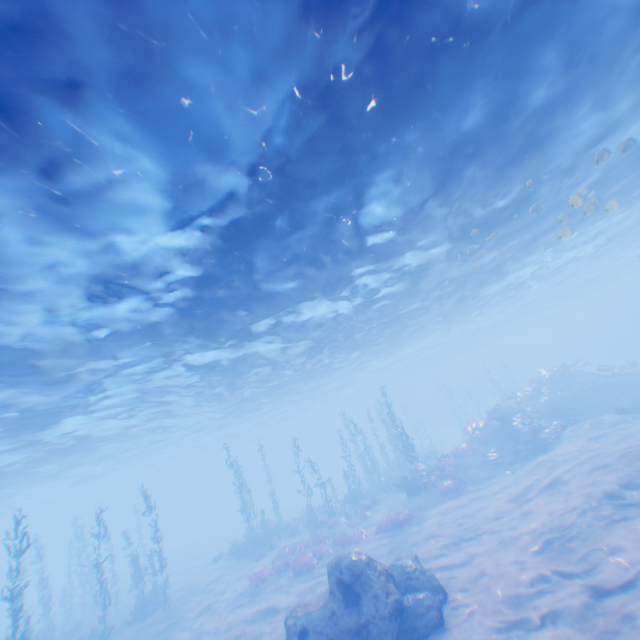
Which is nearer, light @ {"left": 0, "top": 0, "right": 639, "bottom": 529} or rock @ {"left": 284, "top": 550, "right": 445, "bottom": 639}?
light @ {"left": 0, "top": 0, "right": 639, "bottom": 529}

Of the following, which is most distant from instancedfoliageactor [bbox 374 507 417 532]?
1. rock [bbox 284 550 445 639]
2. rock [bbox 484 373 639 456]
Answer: rock [bbox 484 373 639 456]

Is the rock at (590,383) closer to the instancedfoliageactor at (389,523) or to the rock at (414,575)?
the instancedfoliageactor at (389,523)

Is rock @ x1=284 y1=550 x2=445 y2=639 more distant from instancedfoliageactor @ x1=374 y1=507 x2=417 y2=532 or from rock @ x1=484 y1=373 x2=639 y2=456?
rock @ x1=484 y1=373 x2=639 y2=456

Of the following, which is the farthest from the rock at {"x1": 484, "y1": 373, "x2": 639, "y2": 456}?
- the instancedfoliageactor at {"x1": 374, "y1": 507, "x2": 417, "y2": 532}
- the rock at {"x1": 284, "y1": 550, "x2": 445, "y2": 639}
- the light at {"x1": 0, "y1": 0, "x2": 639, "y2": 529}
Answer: the rock at {"x1": 284, "y1": 550, "x2": 445, "y2": 639}

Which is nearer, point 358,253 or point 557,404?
point 358,253

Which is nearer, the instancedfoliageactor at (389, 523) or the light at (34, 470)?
the light at (34, 470)

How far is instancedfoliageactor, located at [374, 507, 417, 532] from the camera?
18.7 meters
